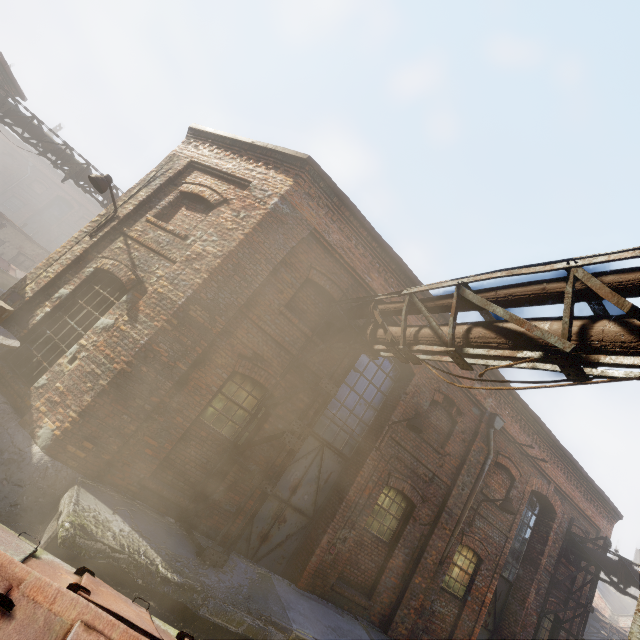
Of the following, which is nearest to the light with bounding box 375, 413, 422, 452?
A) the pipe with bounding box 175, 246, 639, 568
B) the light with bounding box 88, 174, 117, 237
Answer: the pipe with bounding box 175, 246, 639, 568

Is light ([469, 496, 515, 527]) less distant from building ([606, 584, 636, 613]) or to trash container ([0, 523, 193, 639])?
trash container ([0, 523, 193, 639])

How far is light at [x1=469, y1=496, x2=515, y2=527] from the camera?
8.9 meters

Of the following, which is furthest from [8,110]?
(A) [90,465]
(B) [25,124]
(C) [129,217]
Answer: (A) [90,465]

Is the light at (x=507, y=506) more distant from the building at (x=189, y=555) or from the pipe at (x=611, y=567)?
the pipe at (x=611, y=567)

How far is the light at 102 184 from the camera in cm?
699

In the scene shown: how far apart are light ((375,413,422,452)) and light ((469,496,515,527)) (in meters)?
3.85

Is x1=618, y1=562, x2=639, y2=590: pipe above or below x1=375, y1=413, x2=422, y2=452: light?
above
